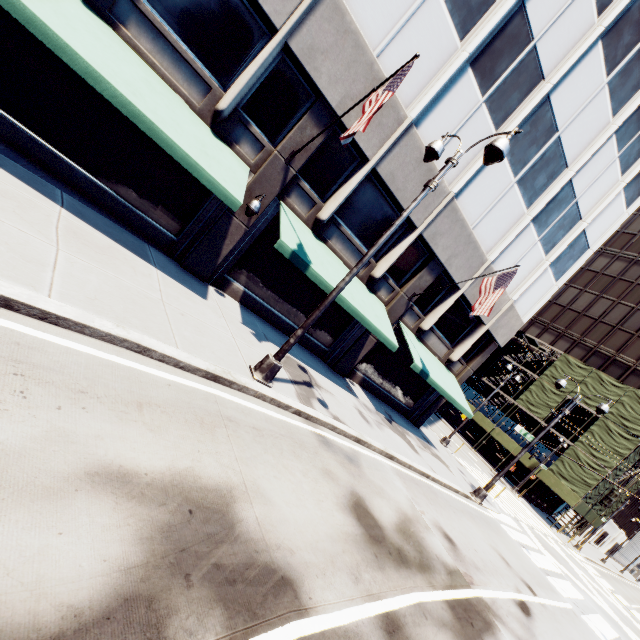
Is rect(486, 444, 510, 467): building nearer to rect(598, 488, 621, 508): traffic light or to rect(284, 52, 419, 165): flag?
rect(598, 488, 621, 508): traffic light

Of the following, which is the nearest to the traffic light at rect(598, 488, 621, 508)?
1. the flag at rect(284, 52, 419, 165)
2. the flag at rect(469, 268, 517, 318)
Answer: the flag at rect(469, 268, 517, 318)

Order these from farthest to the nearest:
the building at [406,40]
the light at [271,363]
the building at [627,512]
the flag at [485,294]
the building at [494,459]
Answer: the building at [627,512], the building at [494,459], the flag at [485,294], the building at [406,40], the light at [271,363]

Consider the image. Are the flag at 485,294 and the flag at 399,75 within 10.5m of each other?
yes

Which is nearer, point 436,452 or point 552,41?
point 552,41

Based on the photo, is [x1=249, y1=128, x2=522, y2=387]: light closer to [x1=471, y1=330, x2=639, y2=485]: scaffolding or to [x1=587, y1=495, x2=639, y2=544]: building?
[x1=471, y1=330, x2=639, y2=485]: scaffolding

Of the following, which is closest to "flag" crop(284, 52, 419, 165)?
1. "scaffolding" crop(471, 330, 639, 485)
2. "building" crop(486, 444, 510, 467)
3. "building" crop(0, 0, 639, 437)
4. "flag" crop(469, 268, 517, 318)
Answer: "building" crop(0, 0, 639, 437)

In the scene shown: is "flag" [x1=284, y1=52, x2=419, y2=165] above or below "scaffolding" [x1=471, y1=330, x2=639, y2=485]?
below
